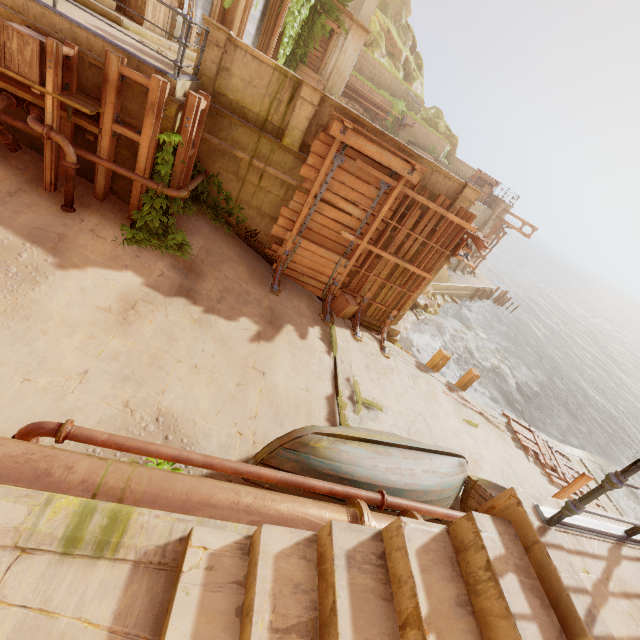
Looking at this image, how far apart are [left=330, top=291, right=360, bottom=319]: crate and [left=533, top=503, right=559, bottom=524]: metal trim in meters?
7.8 m

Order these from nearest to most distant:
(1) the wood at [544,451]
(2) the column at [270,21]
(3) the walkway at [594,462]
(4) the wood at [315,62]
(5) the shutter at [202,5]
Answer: (1) the wood at [544,451] → (5) the shutter at [202,5] → (2) the column at [270,21] → (4) the wood at [315,62] → (3) the walkway at [594,462]

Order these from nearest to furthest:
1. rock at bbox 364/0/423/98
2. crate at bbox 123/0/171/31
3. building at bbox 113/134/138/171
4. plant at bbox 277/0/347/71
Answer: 1. building at bbox 113/134/138/171
2. crate at bbox 123/0/171/31
3. plant at bbox 277/0/347/71
4. rock at bbox 364/0/423/98

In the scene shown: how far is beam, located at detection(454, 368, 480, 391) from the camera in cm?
1298

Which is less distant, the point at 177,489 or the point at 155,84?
→ the point at 177,489

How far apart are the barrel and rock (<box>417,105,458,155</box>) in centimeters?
2709cm

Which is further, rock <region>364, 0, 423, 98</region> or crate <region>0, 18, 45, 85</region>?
rock <region>364, 0, 423, 98</region>

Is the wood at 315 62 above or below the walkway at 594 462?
above
